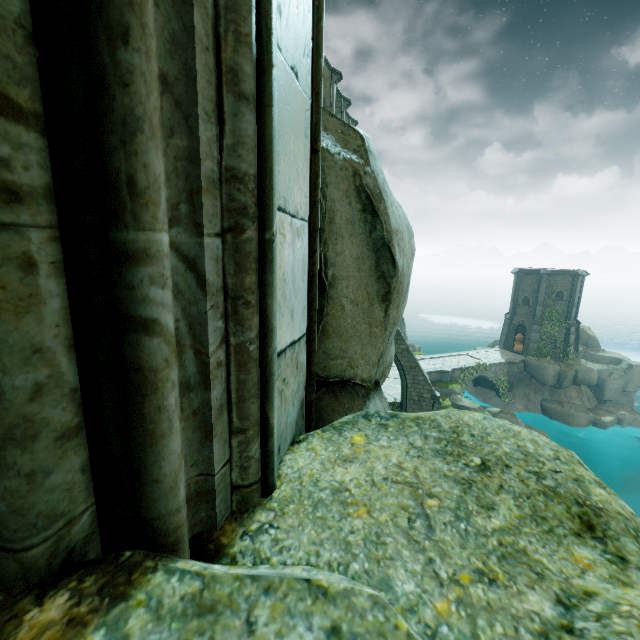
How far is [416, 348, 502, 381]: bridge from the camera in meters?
31.2 m

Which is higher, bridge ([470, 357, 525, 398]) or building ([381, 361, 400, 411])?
building ([381, 361, 400, 411])

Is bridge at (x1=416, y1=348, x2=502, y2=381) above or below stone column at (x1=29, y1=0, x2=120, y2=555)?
below

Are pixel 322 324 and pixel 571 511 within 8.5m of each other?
yes

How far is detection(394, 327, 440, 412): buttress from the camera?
21.3 meters

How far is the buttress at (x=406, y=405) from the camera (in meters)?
21.31

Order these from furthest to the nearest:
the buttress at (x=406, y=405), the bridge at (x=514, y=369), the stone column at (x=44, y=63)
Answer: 1. the bridge at (x=514, y=369)
2. the buttress at (x=406, y=405)
3. the stone column at (x=44, y=63)

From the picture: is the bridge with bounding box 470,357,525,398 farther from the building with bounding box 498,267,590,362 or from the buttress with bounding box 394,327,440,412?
the buttress with bounding box 394,327,440,412
